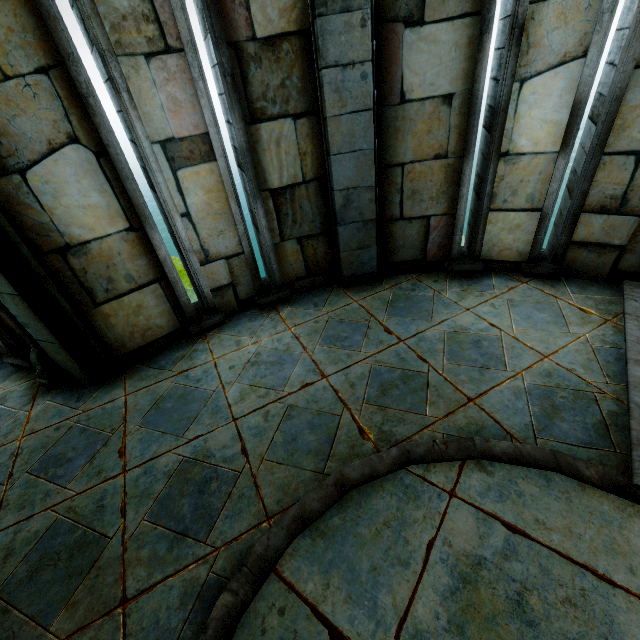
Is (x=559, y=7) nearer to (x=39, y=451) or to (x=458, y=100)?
(x=458, y=100)

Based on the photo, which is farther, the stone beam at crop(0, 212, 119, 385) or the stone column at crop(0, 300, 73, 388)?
the stone column at crop(0, 300, 73, 388)

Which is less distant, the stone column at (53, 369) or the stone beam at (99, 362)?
the stone beam at (99, 362)
